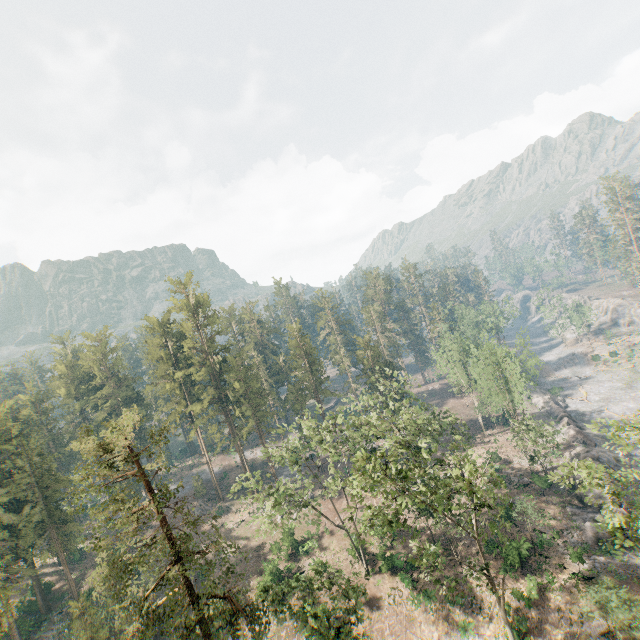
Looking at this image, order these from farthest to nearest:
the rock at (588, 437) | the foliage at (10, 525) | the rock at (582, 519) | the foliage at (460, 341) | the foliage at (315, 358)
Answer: the foliage at (315, 358), the rock at (588, 437), the rock at (582, 519), the foliage at (460, 341), the foliage at (10, 525)

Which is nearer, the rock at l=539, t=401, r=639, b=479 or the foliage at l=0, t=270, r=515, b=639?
the foliage at l=0, t=270, r=515, b=639

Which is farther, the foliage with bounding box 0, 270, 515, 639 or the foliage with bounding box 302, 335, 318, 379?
the foliage with bounding box 302, 335, 318, 379

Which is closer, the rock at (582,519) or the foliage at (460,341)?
the foliage at (460,341)

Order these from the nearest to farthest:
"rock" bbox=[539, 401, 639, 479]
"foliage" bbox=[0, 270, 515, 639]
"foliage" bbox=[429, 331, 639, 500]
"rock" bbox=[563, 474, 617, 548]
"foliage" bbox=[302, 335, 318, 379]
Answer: "foliage" bbox=[0, 270, 515, 639], "foliage" bbox=[429, 331, 639, 500], "rock" bbox=[563, 474, 617, 548], "rock" bbox=[539, 401, 639, 479], "foliage" bbox=[302, 335, 318, 379]

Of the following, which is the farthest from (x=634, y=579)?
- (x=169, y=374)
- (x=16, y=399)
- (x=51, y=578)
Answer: (x=16, y=399)

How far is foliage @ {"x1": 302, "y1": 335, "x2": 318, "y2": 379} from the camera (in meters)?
58.04
